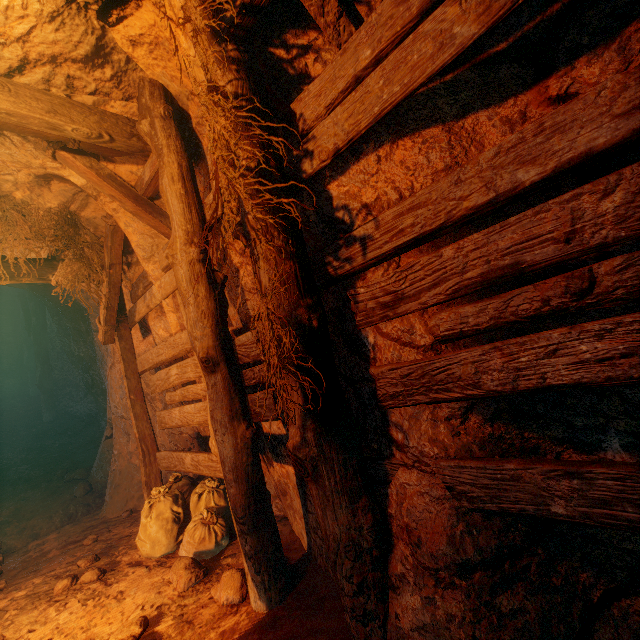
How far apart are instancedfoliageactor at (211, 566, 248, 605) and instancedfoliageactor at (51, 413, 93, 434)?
9.0 meters

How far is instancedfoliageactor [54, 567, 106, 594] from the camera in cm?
323

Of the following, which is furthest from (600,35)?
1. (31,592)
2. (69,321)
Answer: (69,321)

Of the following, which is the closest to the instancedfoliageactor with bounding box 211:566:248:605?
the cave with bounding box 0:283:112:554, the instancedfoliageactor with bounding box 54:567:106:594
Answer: the instancedfoliageactor with bounding box 54:567:106:594

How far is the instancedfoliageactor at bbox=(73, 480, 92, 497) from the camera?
6.4m

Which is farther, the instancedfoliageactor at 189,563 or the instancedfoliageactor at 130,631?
the instancedfoliageactor at 189,563

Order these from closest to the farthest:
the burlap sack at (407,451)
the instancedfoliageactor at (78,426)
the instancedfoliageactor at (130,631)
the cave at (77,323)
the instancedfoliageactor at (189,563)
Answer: the burlap sack at (407,451)
the instancedfoliageactor at (130,631)
the instancedfoliageactor at (189,563)
the cave at (77,323)
the instancedfoliageactor at (78,426)

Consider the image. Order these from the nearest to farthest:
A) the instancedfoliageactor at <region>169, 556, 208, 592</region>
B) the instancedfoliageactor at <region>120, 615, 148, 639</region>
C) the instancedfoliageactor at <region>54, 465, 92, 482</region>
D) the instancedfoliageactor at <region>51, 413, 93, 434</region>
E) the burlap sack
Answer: the burlap sack < the instancedfoliageactor at <region>120, 615, 148, 639</region> < the instancedfoliageactor at <region>169, 556, 208, 592</region> < the instancedfoliageactor at <region>54, 465, 92, 482</region> < the instancedfoliageactor at <region>51, 413, 93, 434</region>
